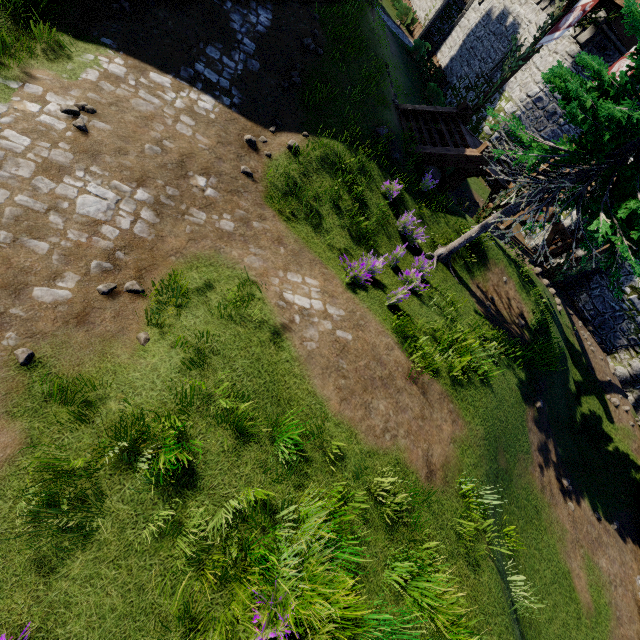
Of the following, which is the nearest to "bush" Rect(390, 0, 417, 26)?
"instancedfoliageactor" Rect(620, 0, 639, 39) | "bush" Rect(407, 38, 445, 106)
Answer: "bush" Rect(407, 38, 445, 106)

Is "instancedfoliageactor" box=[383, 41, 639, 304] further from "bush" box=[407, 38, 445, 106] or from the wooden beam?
"bush" box=[407, 38, 445, 106]

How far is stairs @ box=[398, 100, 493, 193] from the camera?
11.5 meters

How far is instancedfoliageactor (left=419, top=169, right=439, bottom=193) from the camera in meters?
10.7 m

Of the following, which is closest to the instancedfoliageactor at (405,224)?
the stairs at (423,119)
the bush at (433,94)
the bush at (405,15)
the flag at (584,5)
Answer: the stairs at (423,119)

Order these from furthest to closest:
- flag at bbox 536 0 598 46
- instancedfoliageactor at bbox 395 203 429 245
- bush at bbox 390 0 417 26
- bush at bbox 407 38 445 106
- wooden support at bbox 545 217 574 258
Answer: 1. bush at bbox 390 0 417 26
2. bush at bbox 407 38 445 106
3. wooden support at bbox 545 217 574 258
4. flag at bbox 536 0 598 46
5. instancedfoliageactor at bbox 395 203 429 245

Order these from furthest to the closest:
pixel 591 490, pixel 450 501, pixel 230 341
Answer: pixel 591 490 < pixel 450 501 < pixel 230 341

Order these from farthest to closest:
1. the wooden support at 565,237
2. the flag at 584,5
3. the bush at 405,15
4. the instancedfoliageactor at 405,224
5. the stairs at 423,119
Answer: the bush at 405,15
the wooden support at 565,237
the stairs at 423,119
the flag at 584,5
the instancedfoliageactor at 405,224
